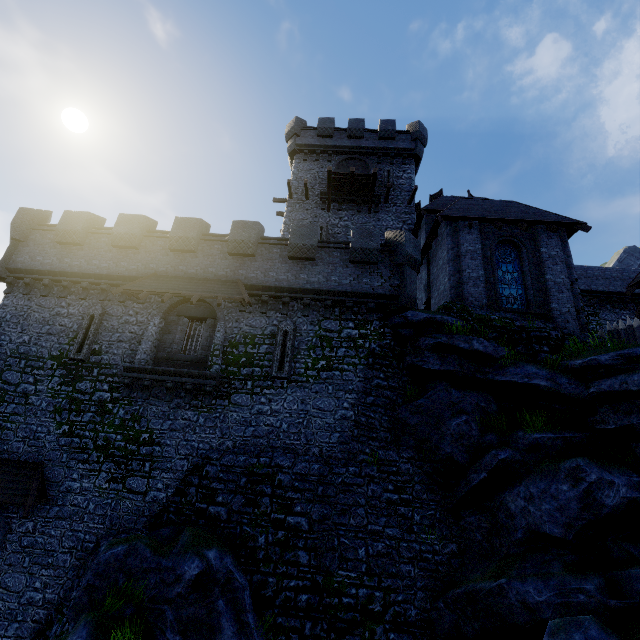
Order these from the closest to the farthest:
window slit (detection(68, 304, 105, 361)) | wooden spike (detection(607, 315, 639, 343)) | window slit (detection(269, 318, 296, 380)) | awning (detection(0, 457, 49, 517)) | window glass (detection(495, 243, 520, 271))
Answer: awning (detection(0, 457, 49, 517))
wooden spike (detection(607, 315, 639, 343))
window slit (detection(269, 318, 296, 380))
window slit (detection(68, 304, 105, 361))
window glass (detection(495, 243, 520, 271))

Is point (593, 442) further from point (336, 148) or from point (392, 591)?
point (336, 148)

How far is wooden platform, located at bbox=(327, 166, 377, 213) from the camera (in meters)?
22.22

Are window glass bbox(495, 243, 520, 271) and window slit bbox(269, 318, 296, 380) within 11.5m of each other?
yes

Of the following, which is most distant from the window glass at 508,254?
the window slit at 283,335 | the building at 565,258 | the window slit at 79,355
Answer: the window slit at 79,355

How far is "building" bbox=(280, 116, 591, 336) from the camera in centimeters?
1500cm

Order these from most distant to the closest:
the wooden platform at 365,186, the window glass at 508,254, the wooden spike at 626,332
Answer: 1. the wooden platform at 365,186
2. the window glass at 508,254
3. the wooden spike at 626,332

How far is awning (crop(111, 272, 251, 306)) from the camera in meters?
14.2
